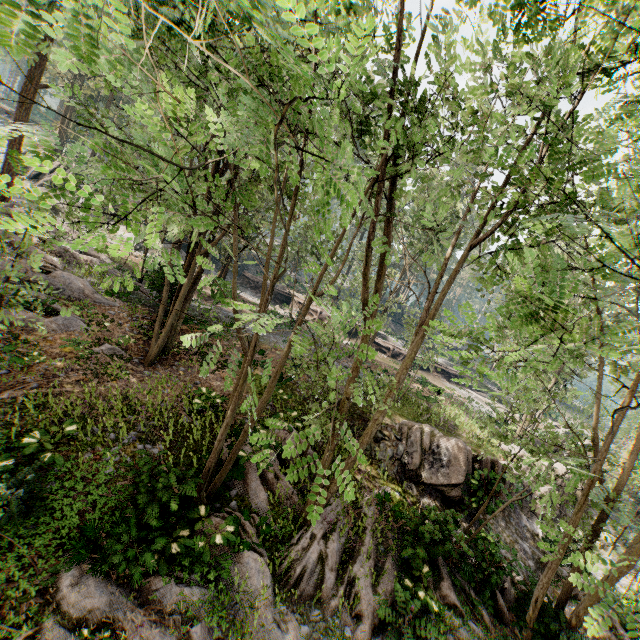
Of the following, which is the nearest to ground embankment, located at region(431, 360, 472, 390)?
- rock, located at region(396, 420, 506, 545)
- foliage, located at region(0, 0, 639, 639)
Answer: foliage, located at region(0, 0, 639, 639)

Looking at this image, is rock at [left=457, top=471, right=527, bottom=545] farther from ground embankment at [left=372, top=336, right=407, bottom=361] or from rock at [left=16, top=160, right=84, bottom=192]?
rock at [left=16, top=160, right=84, bottom=192]

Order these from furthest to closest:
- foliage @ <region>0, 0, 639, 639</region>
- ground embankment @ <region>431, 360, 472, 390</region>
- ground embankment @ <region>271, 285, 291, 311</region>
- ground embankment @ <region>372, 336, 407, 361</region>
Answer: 1. ground embankment @ <region>431, 360, 472, 390</region>
2. ground embankment @ <region>271, 285, 291, 311</region>
3. ground embankment @ <region>372, 336, 407, 361</region>
4. foliage @ <region>0, 0, 639, 639</region>

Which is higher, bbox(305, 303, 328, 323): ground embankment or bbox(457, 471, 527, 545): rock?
bbox(305, 303, 328, 323): ground embankment

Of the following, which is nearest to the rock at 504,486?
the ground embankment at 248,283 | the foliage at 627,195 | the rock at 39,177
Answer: the foliage at 627,195

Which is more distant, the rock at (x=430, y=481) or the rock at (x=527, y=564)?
the rock at (x=430, y=481)

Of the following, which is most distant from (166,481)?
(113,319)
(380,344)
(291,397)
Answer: (380,344)

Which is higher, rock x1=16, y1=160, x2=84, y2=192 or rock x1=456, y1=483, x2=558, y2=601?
rock x1=16, y1=160, x2=84, y2=192
